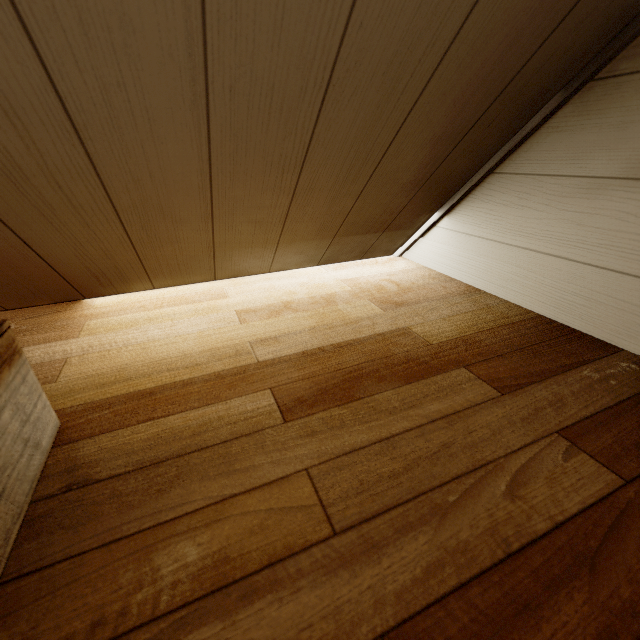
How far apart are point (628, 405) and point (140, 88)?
1.12m
